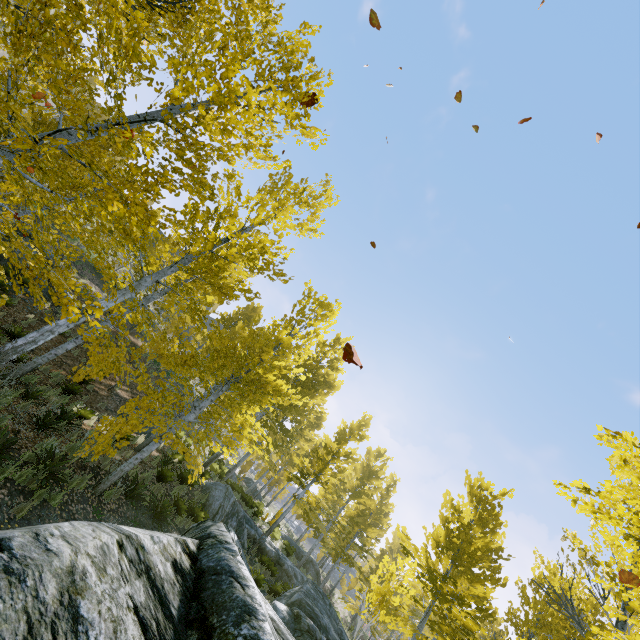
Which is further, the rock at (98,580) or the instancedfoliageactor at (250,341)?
the instancedfoliageactor at (250,341)

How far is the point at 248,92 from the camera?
3.8m

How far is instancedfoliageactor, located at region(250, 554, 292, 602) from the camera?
12.2 meters

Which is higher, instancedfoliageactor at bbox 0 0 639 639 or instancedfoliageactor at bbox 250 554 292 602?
instancedfoliageactor at bbox 0 0 639 639

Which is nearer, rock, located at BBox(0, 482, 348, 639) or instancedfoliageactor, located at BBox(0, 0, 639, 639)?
rock, located at BBox(0, 482, 348, 639)

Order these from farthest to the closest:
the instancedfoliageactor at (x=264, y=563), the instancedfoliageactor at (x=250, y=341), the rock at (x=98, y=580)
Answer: the instancedfoliageactor at (x=264, y=563), the instancedfoliageactor at (x=250, y=341), the rock at (x=98, y=580)

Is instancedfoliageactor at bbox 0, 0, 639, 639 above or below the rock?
above
